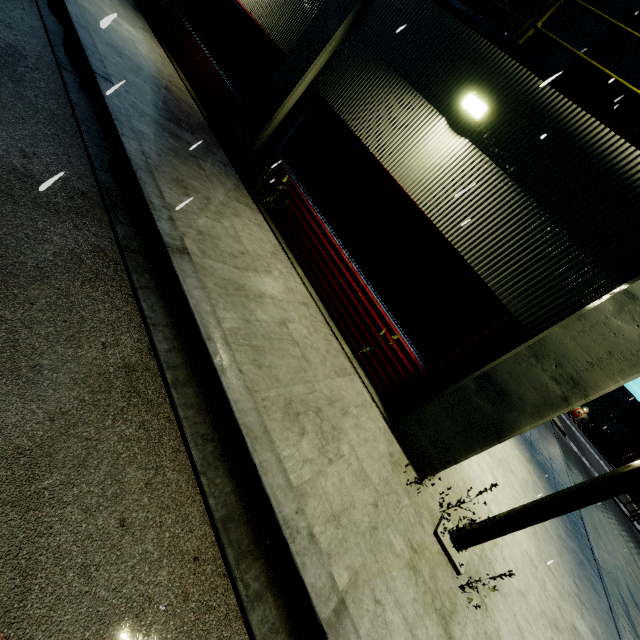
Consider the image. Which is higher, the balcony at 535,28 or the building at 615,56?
the building at 615,56

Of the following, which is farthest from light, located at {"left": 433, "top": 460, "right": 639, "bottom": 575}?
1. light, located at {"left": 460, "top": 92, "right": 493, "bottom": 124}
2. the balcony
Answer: light, located at {"left": 460, "top": 92, "right": 493, "bottom": 124}

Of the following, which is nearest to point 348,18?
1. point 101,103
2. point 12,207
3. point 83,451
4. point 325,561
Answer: point 101,103

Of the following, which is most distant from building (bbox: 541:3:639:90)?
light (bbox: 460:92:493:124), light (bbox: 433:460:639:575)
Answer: light (bbox: 433:460:639:575)

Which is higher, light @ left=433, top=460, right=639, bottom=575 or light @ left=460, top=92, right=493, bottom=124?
light @ left=460, top=92, right=493, bottom=124

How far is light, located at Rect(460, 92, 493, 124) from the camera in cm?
509

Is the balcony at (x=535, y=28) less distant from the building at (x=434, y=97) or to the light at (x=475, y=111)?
the building at (x=434, y=97)
